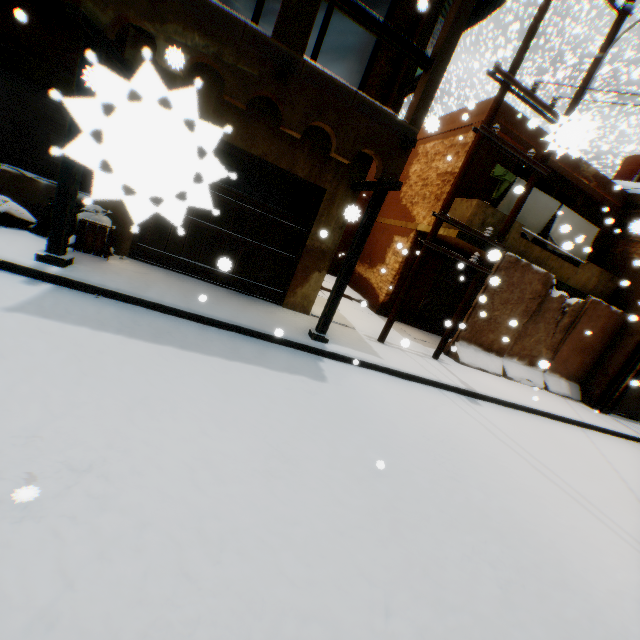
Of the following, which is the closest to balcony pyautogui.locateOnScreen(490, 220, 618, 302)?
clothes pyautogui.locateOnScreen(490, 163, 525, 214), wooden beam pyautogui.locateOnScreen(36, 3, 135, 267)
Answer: clothes pyautogui.locateOnScreen(490, 163, 525, 214)

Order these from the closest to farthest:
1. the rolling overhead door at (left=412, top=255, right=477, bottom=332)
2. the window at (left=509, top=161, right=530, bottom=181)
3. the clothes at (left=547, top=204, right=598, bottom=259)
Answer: the clothes at (left=547, top=204, right=598, bottom=259)
the window at (left=509, top=161, right=530, bottom=181)
the rolling overhead door at (left=412, top=255, right=477, bottom=332)

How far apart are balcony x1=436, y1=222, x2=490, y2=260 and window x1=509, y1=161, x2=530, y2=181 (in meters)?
1.15

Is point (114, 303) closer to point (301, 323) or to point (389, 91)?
point (301, 323)

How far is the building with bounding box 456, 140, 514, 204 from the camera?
9.81m

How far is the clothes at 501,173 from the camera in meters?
9.6

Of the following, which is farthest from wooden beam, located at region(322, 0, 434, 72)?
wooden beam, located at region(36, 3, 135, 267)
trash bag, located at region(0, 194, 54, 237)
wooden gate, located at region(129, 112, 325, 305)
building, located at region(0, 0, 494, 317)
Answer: trash bag, located at region(0, 194, 54, 237)

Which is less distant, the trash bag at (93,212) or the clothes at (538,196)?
the trash bag at (93,212)
